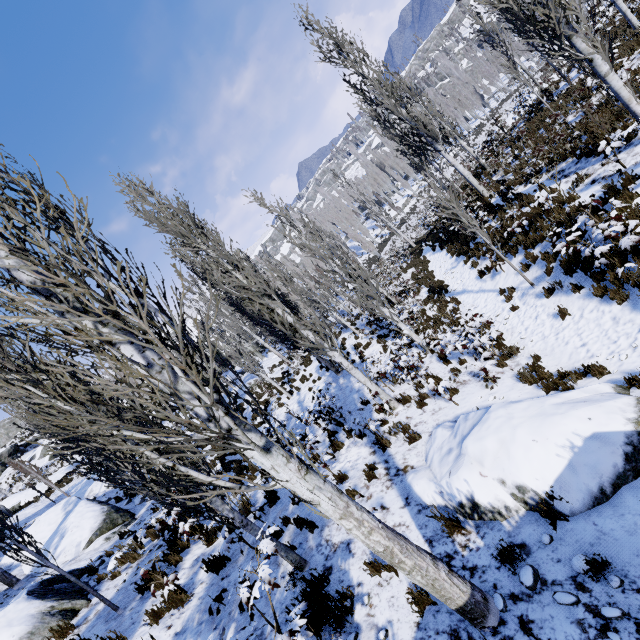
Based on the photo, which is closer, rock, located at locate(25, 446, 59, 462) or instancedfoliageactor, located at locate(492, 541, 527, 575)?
instancedfoliageactor, located at locate(492, 541, 527, 575)

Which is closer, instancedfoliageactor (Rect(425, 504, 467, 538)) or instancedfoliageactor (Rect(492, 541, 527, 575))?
instancedfoliageactor (Rect(492, 541, 527, 575))

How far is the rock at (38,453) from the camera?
40.2m

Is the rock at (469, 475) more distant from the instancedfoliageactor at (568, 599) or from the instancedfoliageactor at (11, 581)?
the instancedfoliageactor at (568, 599)

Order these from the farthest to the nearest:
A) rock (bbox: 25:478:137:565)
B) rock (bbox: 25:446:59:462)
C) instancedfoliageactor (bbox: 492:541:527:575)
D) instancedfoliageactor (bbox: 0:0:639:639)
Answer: rock (bbox: 25:446:59:462) → rock (bbox: 25:478:137:565) → instancedfoliageactor (bbox: 492:541:527:575) → instancedfoliageactor (bbox: 0:0:639:639)

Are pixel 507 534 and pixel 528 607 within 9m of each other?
yes

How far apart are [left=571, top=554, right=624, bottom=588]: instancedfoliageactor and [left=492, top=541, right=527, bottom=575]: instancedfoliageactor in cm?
39

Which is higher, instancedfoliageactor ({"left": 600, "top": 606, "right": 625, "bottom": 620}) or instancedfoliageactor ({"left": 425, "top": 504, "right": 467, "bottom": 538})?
instancedfoliageactor ({"left": 425, "top": 504, "right": 467, "bottom": 538})
